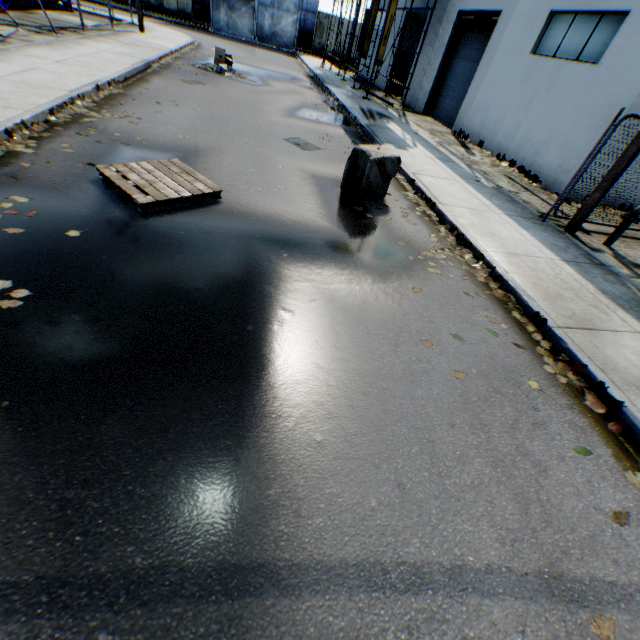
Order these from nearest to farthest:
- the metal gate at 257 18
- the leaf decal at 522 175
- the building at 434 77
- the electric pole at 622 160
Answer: the electric pole at 622 160
the building at 434 77
the leaf decal at 522 175
the metal gate at 257 18

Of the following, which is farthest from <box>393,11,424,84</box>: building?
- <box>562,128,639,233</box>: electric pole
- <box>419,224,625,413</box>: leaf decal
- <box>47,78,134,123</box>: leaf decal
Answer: <box>47,78,134,123</box>: leaf decal

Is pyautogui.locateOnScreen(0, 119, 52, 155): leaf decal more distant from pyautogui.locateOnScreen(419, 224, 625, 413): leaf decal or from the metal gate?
the metal gate

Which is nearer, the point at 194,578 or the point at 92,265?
the point at 194,578

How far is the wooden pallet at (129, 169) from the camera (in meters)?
4.48

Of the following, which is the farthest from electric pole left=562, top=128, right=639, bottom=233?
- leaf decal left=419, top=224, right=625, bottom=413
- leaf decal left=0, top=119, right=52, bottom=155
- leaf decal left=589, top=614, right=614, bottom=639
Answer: leaf decal left=0, top=119, right=52, bottom=155

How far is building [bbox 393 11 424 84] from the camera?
19.0 meters

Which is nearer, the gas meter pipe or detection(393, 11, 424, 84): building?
the gas meter pipe
